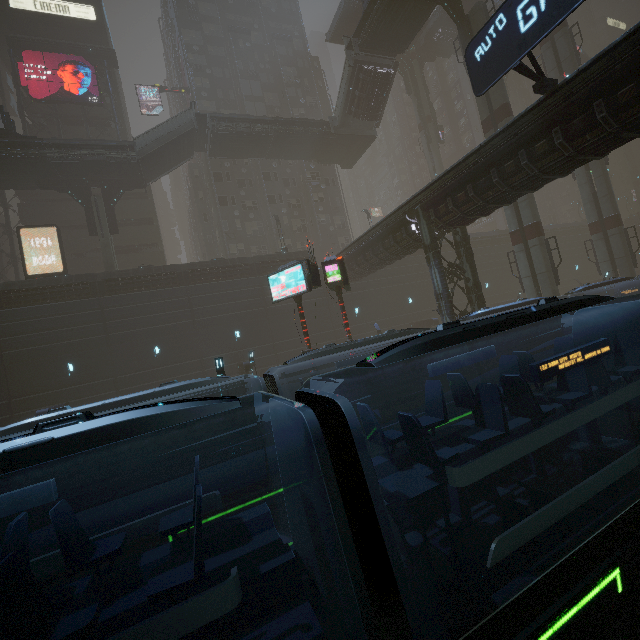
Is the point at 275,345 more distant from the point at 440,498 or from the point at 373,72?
the point at 373,72

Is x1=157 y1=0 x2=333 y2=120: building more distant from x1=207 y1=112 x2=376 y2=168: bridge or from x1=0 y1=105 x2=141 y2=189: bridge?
x1=0 y1=105 x2=141 y2=189: bridge

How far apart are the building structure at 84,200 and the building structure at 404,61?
38.9m

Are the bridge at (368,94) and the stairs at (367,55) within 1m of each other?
yes

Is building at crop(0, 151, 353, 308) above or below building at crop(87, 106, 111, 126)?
below

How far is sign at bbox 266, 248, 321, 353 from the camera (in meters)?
15.47

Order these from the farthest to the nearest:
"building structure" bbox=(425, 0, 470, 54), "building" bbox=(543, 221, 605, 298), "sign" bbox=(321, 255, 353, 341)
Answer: "building" bbox=(543, 221, 605, 298)
"building structure" bbox=(425, 0, 470, 54)
"sign" bbox=(321, 255, 353, 341)

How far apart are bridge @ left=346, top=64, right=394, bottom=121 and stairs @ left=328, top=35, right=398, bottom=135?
0.0m
